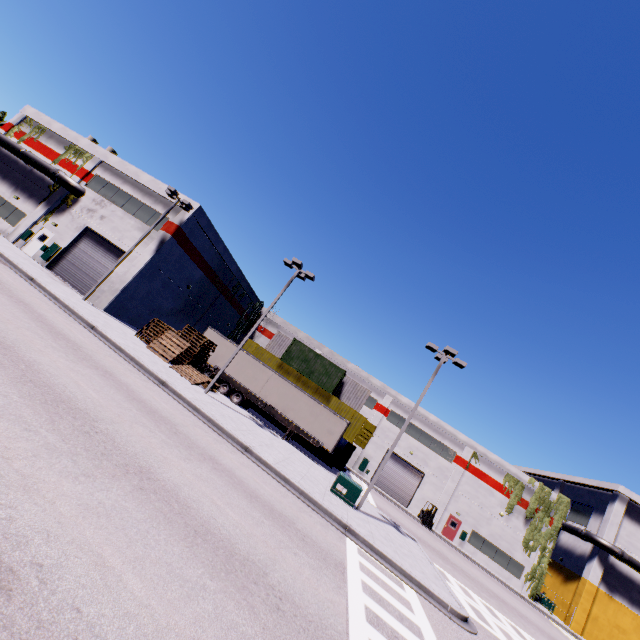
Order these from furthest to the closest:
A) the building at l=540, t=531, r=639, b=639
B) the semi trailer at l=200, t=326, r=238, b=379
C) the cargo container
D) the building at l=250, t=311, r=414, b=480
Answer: the building at l=250, t=311, r=414, b=480 < the building at l=540, t=531, r=639, b=639 < the cargo container < the semi trailer at l=200, t=326, r=238, b=379

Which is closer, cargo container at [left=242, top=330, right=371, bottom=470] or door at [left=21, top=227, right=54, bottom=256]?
door at [left=21, top=227, right=54, bottom=256]

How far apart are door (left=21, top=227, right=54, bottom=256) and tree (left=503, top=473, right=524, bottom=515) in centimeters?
5117cm

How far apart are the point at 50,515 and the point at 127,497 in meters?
1.5

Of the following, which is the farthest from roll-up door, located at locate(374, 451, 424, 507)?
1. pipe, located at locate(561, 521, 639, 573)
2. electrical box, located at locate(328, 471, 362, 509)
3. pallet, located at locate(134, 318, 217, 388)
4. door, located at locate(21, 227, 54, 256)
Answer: door, located at locate(21, 227, 54, 256)

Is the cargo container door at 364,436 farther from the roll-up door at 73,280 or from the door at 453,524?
the roll-up door at 73,280

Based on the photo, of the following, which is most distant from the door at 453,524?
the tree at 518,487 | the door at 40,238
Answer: the door at 40,238

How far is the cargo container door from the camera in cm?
2991
